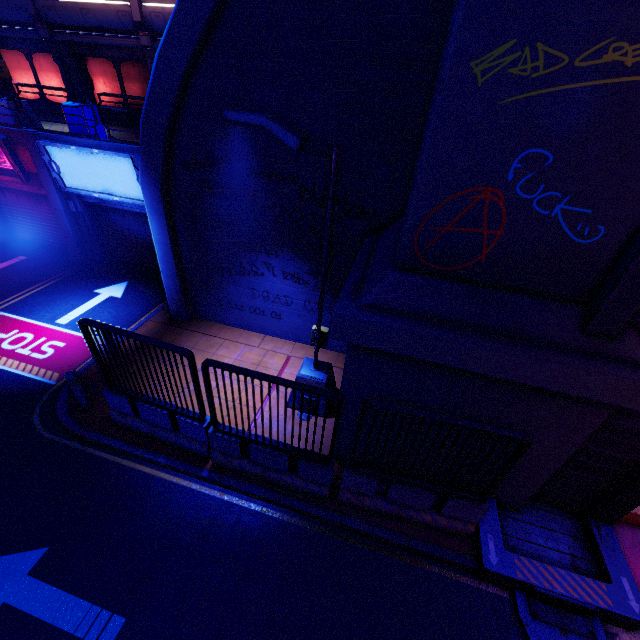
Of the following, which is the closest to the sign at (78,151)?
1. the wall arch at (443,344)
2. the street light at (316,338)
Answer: the street light at (316,338)

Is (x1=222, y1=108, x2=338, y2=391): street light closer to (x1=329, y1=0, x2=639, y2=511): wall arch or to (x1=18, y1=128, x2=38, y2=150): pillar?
A: (x1=329, y1=0, x2=639, y2=511): wall arch

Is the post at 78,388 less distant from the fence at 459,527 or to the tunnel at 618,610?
the fence at 459,527

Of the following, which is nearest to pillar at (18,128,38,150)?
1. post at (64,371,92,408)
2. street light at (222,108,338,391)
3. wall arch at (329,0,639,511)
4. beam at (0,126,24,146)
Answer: beam at (0,126,24,146)

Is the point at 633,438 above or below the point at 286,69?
below

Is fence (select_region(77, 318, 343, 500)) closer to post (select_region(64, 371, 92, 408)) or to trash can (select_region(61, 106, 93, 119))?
post (select_region(64, 371, 92, 408))

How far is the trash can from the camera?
10.41m

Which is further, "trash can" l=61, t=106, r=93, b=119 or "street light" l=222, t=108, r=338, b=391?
"trash can" l=61, t=106, r=93, b=119
